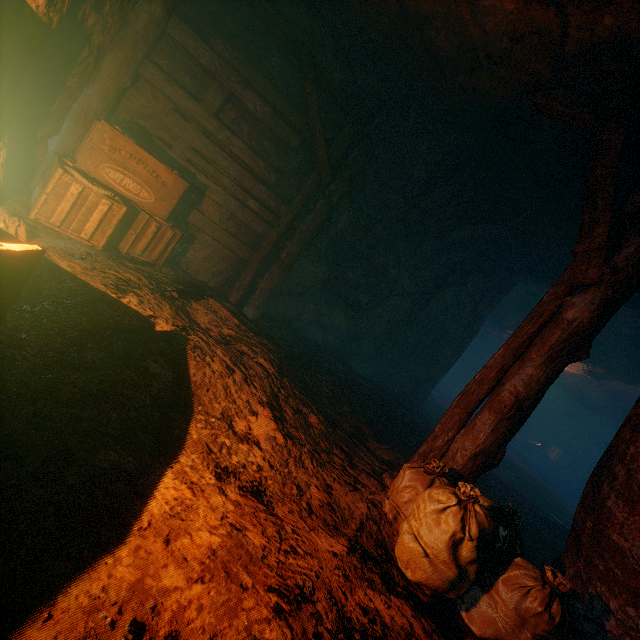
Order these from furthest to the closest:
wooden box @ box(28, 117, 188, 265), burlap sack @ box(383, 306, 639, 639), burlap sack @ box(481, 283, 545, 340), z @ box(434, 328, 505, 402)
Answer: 1. z @ box(434, 328, 505, 402)
2. burlap sack @ box(481, 283, 545, 340)
3. wooden box @ box(28, 117, 188, 265)
4. burlap sack @ box(383, 306, 639, 639)

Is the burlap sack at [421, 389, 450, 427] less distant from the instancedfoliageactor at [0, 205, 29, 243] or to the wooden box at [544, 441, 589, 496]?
the wooden box at [544, 441, 589, 496]

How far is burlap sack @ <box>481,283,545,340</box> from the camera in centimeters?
1076cm

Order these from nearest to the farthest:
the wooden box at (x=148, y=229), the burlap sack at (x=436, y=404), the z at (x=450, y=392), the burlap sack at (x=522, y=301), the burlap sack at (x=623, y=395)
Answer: the burlap sack at (x=623, y=395) < the wooden box at (x=148, y=229) < the burlap sack at (x=436, y=404) < the burlap sack at (x=522, y=301) < the z at (x=450, y=392)

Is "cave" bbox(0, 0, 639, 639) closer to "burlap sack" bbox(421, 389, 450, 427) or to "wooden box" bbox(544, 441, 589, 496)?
"burlap sack" bbox(421, 389, 450, 427)

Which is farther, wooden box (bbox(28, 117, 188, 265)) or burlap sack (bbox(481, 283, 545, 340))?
burlap sack (bbox(481, 283, 545, 340))

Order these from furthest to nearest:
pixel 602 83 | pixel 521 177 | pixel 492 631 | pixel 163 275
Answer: pixel 521 177, pixel 163 275, pixel 602 83, pixel 492 631

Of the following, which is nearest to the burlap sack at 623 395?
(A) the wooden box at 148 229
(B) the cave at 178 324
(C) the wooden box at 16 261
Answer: (B) the cave at 178 324
